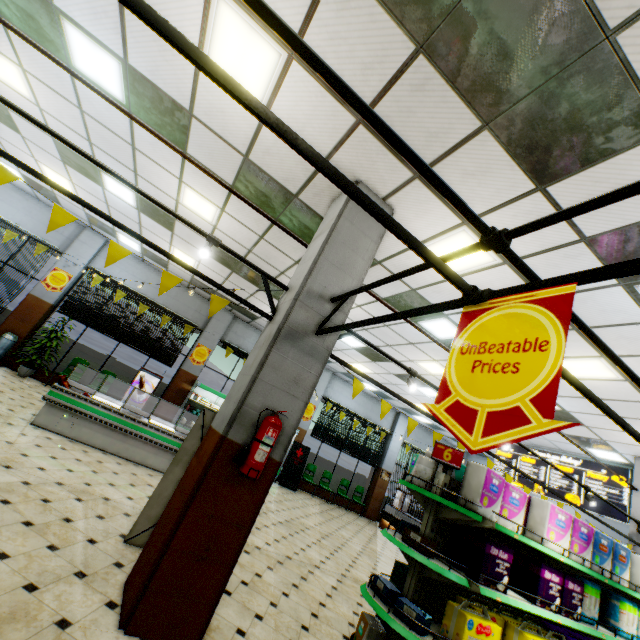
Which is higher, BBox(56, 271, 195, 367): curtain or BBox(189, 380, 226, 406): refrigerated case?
BBox(56, 271, 195, 367): curtain

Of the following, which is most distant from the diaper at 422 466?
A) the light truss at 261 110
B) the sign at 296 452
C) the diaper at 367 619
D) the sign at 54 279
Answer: the sign at 54 279

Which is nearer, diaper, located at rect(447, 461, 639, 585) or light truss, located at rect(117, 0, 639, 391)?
light truss, located at rect(117, 0, 639, 391)

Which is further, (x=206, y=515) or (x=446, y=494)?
(x=446, y=494)

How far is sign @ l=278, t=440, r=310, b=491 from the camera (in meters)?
12.34

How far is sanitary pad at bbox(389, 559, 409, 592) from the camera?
3.76m

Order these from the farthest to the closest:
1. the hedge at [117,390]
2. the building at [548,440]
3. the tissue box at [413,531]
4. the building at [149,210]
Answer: the hedge at [117,390]
the building at [548,440]
the building at [149,210]
the tissue box at [413,531]

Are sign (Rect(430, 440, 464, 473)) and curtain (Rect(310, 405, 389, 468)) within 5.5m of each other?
no
